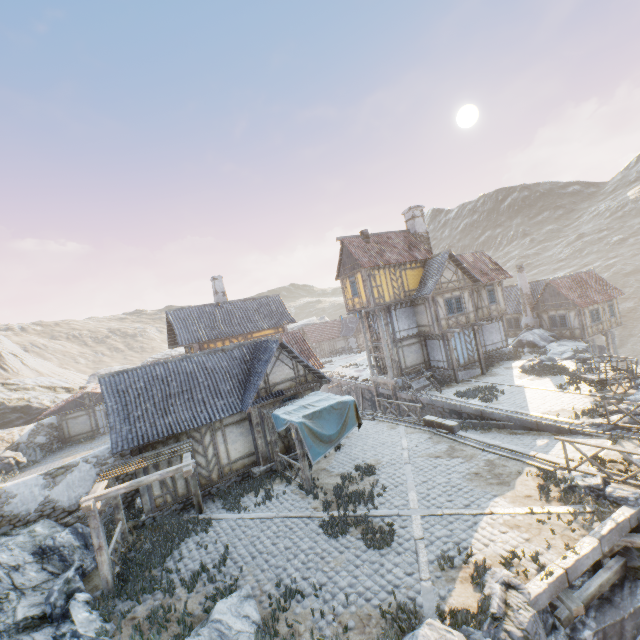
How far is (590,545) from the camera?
8.0 meters

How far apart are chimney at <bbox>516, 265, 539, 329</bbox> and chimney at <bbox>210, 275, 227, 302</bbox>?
29.6 meters

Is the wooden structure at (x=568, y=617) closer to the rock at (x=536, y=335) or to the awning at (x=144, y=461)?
the rock at (x=536, y=335)

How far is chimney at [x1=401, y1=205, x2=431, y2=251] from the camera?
27.9 meters

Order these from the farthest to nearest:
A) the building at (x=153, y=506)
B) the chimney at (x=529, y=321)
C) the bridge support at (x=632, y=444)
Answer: the chimney at (x=529, y=321)
the building at (x=153, y=506)
the bridge support at (x=632, y=444)

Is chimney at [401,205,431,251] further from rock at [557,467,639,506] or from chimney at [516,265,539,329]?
chimney at [516,265,539,329]

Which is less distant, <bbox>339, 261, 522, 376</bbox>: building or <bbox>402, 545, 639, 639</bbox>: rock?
<bbox>402, 545, 639, 639</bbox>: rock

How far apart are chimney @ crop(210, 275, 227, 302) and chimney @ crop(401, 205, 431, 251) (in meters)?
16.88
